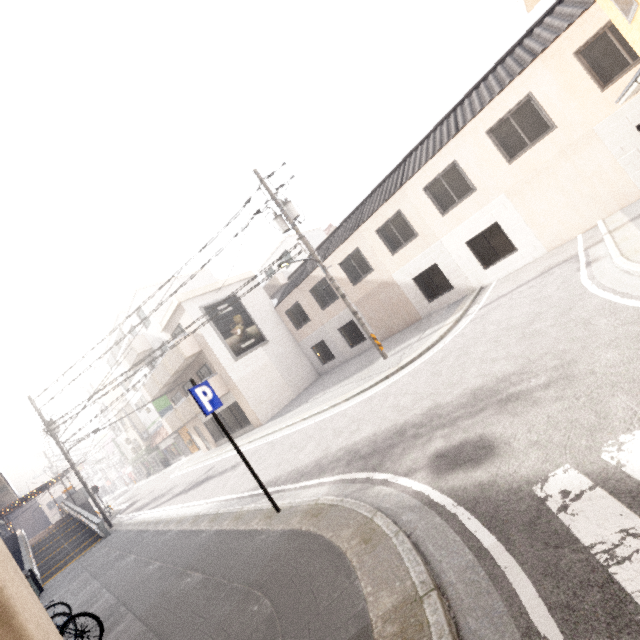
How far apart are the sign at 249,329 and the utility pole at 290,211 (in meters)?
8.60

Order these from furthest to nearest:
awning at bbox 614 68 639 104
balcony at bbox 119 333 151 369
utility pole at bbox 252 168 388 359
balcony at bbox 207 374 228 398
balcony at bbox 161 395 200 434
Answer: balcony at bbox 119 333 151 369, balcony at bbox 161 395 200 434, balcony at bbox 207 374 228 398, utility pole at bbox 252 168 388 359, awning at bbox 614 68 639 104

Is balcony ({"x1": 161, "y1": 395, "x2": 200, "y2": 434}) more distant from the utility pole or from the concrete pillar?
the concrete pillar

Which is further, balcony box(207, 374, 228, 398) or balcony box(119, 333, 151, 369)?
balcony box(119, 333, 151, 369)

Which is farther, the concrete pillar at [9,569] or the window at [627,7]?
the window at [627,7]

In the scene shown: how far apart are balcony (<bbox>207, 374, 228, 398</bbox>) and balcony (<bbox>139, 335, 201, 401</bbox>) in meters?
1.6 m

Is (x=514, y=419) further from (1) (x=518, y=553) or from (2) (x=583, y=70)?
(2) (x=583, y=70)

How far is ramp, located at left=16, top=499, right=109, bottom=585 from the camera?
17.1 meters
